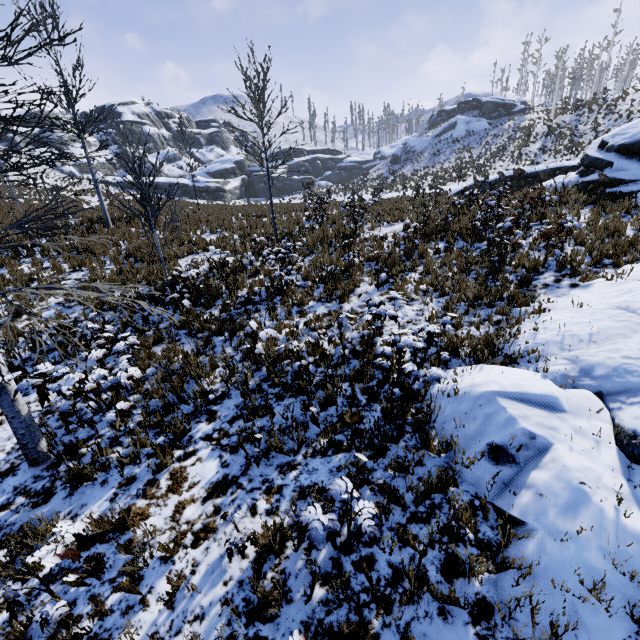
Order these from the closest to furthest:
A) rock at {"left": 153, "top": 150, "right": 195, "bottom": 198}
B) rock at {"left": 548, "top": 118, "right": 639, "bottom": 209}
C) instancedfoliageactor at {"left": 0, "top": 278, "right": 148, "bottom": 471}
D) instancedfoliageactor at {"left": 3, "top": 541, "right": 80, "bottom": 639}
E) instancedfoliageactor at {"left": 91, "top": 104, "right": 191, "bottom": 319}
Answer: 1. instancedfoliageactor at {"left": 3, "top": 541, "right": 80, "bottom": 639}
2. instancedfoliageactor at {"left": 0, "top": 278, "right": 148, "bottom": 471}
3. instancedfoliageactor at {"left": 91, "top": 104, "right": 191, "bottom": 319}
4. rock at {"left": 548, "top": 118, "right": 639, "bottom": 209}
5. rock at {"left": 153, "top": 150, "right": 195, "bottom": 198}

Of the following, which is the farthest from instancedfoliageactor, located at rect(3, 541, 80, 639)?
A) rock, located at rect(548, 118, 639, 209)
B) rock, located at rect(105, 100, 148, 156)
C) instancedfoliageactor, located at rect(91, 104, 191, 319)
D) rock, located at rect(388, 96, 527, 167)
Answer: rock, located at rect(388, 96, 527, 167)

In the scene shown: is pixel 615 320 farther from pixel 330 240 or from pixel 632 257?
pixel 330 240

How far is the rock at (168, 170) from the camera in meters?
48.7

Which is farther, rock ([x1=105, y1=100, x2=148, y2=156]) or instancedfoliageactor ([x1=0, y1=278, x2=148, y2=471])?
rock ([x1=105, y1=100, x2=148, y2=156])

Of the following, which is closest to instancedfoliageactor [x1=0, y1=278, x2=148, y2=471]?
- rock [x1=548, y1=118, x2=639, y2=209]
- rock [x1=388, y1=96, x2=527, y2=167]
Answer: rock [x1=548, y1=118, x2=639, y2=209]

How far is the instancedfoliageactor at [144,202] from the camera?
6.9 meters
